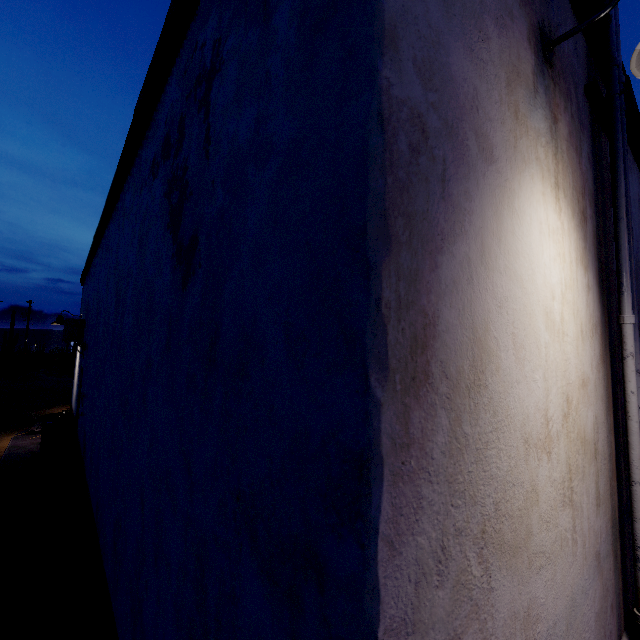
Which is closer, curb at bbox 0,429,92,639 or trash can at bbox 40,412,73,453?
curb at bbox 0,429,92,639

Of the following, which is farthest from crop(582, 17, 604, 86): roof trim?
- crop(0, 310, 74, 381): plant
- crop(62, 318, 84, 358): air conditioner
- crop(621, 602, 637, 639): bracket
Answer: crop(0, 310, 74, 381): plant

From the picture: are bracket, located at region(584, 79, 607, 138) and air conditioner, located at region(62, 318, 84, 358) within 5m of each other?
no

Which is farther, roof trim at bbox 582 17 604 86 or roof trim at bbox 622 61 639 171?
roof trim at bbox 622 61 639 171

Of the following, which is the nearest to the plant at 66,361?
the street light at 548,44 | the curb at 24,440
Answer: the curb at 24,440

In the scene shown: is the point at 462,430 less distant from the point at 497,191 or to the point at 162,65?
the point at 497,191

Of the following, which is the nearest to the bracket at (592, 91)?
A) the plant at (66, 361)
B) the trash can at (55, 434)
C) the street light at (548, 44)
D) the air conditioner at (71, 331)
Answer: the street light at (548, 44)

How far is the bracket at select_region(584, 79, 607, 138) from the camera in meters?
1.9 m
